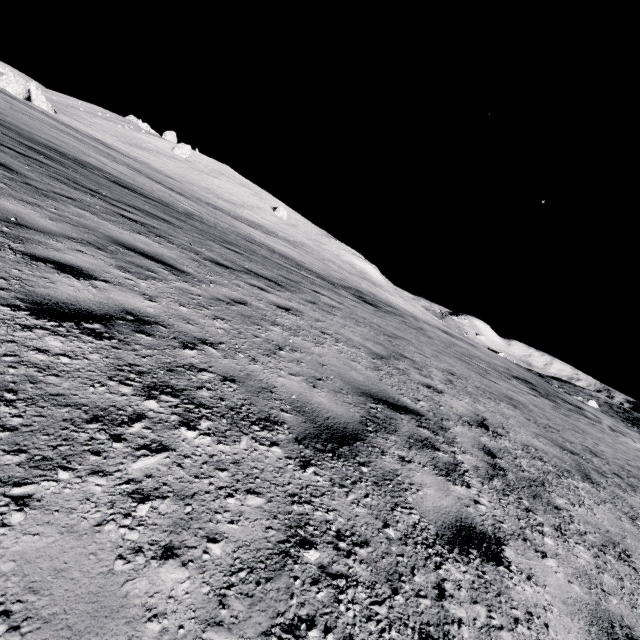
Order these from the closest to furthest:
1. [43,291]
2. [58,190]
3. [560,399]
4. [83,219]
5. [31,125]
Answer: [43,291], [83,219], [58,190], [31,125], [560,399]
